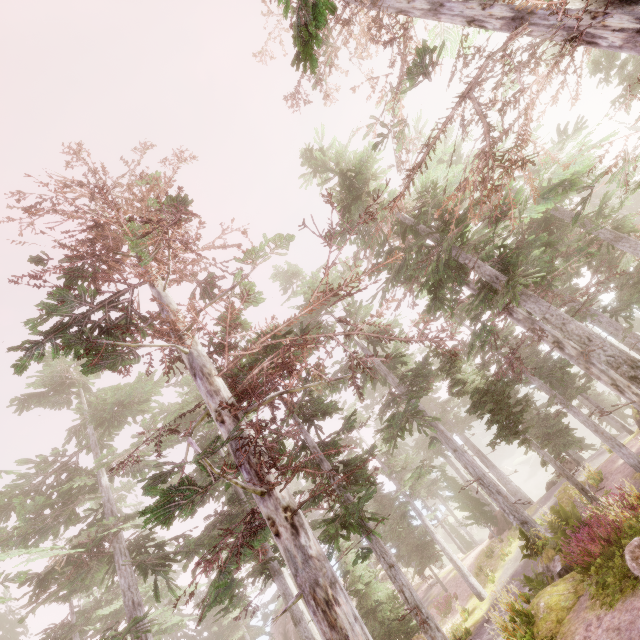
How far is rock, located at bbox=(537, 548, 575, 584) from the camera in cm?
1186

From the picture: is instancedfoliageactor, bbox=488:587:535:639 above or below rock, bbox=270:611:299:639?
below

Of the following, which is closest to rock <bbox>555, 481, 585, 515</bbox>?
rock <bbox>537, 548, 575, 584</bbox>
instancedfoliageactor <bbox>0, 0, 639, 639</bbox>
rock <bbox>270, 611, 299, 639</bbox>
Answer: instancedfoliageactor <bbox>0, 0, 639, 639</bbox>

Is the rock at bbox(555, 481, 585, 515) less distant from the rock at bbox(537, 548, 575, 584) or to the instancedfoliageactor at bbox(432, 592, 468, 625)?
the instancedfoliageactor at bbox(432, 592, 468, 625)

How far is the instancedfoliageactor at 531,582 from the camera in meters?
11.1 m

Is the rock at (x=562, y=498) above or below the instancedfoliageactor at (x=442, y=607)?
above

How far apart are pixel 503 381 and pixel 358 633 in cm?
1977

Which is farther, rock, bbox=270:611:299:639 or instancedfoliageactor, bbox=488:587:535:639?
rock, bbox=270:611:299:639
